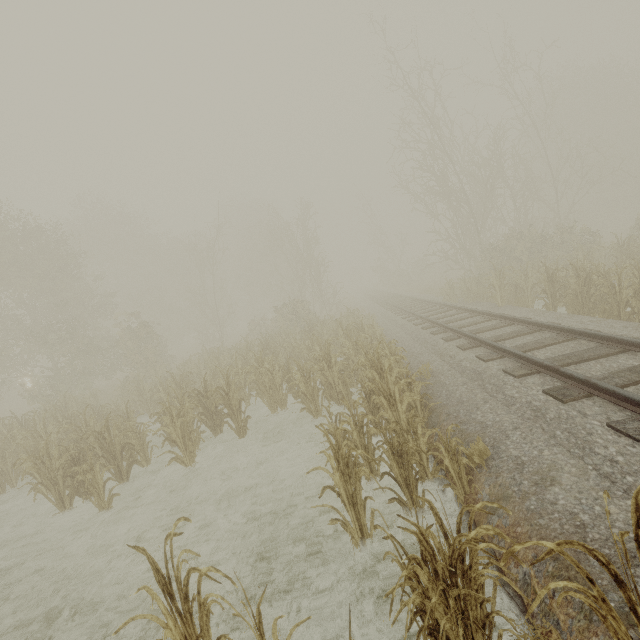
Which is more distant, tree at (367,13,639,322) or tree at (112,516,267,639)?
tree at (367,13,639,322)

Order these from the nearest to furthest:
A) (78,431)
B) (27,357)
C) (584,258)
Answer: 1. (78,431)
2. (584,258)
3. (27,357)

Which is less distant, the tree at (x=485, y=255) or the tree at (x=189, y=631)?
the tree at (x=189, y=631)
